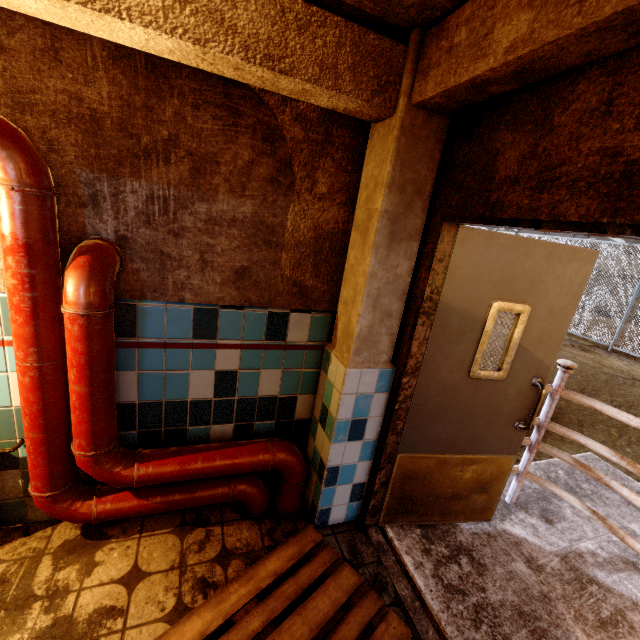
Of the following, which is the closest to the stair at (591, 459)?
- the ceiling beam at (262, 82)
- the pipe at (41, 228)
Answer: the pipe at (41, 228)

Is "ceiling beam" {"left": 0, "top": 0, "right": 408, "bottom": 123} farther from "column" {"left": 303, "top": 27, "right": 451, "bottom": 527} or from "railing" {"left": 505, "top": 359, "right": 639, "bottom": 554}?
"railing" {"left": 505, "top": 359, "right": 639, "bottom": 554}

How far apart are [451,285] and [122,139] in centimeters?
189cm

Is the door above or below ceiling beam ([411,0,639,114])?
below

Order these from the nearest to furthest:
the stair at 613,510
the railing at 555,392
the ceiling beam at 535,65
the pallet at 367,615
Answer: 1. the ceiling beam at 535,65
2. the pallet at 367,615
3. the railing at 555,392
4. the stair at 613,510

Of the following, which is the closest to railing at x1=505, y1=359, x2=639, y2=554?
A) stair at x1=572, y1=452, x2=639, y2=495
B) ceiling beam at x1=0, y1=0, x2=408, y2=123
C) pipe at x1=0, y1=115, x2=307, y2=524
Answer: stair at x1=572, y1=452, x2=639, y2=495

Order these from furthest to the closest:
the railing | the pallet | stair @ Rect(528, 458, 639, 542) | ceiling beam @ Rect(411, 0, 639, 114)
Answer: stair @ Rect(528, 458, 639, 542)
the railing
the pallet
ceiling beam @ Rect(411, 0, 639, 114)

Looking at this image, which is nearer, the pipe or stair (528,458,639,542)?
the pipe
